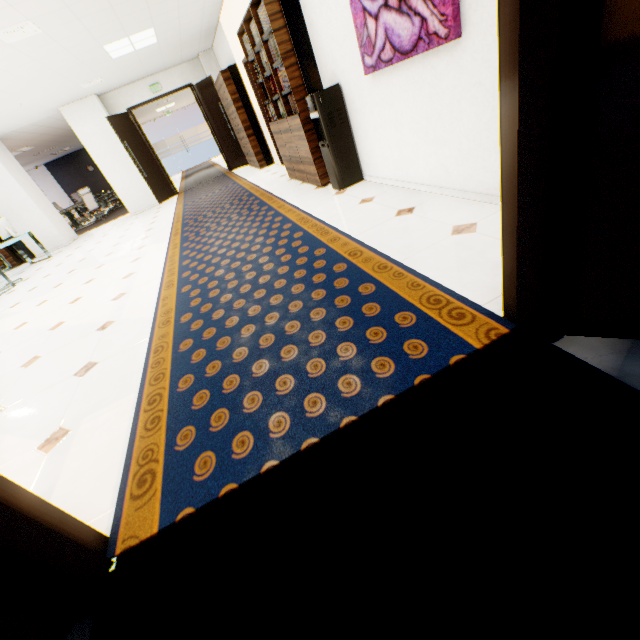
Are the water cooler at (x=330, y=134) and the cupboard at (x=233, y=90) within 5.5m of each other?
yes

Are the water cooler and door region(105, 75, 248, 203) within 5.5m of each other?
no

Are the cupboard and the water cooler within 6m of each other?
yes

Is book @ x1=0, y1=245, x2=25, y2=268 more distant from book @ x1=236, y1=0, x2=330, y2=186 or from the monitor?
book @ x1=236, y1=0, x2=330, y2=186

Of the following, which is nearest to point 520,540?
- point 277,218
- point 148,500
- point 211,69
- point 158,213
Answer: point 148,500

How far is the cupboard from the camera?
7.48m

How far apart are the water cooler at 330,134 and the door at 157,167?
7.05m

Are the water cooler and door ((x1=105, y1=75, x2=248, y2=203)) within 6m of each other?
no
